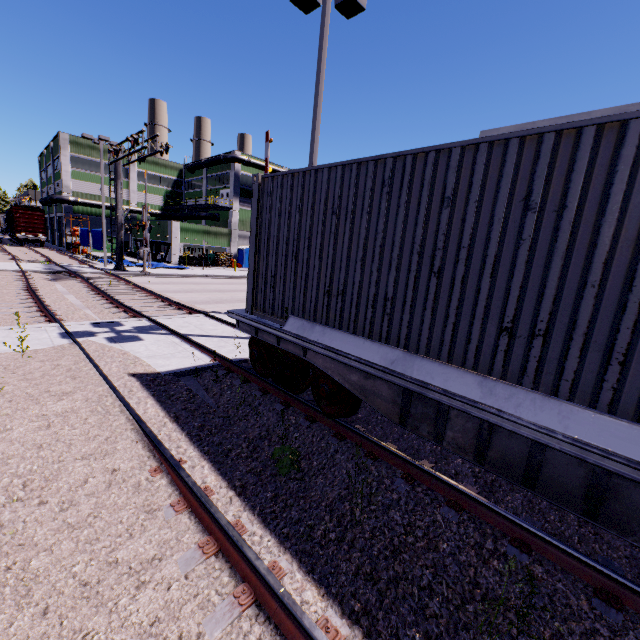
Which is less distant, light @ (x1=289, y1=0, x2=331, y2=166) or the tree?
the tree

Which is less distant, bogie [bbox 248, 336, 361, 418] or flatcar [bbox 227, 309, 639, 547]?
flatcar [bbox 227, 309, 639, 547]

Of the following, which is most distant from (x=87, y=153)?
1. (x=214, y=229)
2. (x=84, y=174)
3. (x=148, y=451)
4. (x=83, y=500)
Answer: (x=83, y=500)

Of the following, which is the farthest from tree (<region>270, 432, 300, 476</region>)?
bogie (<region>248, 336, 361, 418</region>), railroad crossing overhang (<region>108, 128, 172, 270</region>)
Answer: railroad crossing overhang (<region>108, 128, 172, 270</region>)

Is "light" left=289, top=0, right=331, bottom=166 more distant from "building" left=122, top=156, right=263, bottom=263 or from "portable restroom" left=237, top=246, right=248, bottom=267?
"portable restroom" left=237, top=246, right=248, bottom=267

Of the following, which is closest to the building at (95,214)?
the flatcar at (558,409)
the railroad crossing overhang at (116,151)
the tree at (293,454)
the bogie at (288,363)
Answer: the flatcar at (558,409)

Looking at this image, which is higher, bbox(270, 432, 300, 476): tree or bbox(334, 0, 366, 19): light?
bbox(334, 0, 366, 19): light

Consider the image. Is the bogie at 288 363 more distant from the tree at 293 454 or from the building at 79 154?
the building at 79 154
